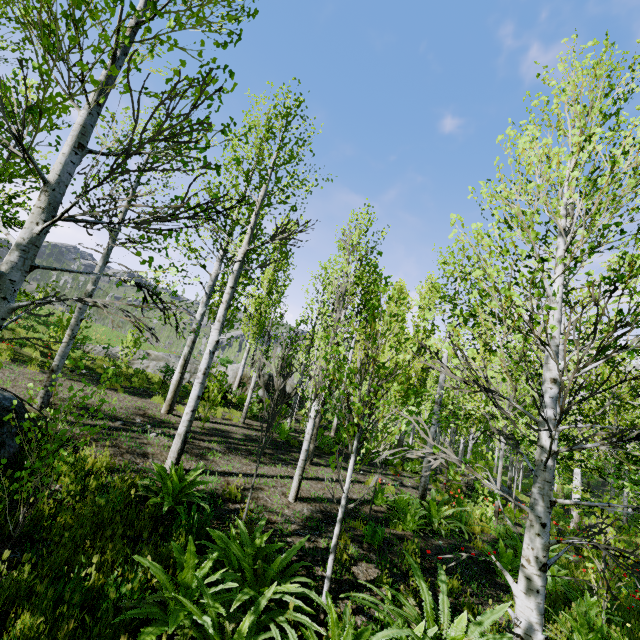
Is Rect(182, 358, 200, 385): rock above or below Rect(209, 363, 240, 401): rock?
below

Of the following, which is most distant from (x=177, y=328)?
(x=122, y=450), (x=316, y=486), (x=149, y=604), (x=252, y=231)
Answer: (x=316, y=486)

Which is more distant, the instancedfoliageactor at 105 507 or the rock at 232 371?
the rock at 232 371

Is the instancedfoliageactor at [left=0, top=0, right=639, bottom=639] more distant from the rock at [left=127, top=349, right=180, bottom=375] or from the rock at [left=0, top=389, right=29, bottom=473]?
the rock at [left=0, top=389, right=29, bottom=473]

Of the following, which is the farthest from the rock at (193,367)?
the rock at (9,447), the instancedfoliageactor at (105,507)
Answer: the rock at (9,447)

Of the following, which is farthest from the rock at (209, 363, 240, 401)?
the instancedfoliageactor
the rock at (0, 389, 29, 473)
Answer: the rock at (0, 389, 29, 473)

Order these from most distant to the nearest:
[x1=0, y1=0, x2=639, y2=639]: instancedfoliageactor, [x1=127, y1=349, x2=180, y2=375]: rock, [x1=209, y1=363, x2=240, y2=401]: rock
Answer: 1. [x1=127, y1=349, x2=180, y2=375]: rock
2. [x1=209, y1=363, x2=240, y2=401]: rock
3. [x1=0, y1=0, x2=639, y2=639]: instancedfoliageactor
